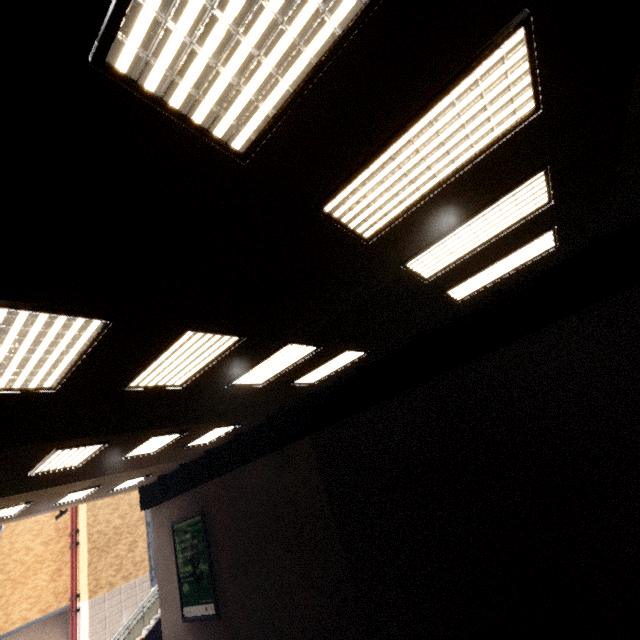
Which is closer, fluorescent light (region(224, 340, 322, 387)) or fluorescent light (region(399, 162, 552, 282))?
fluorescent light (region(399, 162, 552, 282))

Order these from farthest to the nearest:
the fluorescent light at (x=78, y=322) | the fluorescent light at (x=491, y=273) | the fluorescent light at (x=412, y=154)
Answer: the fluorescent light at (x=491, y=273) < the fluorescent light at (x=78, y=322) < the fluorescent light at (x=412, y=154)

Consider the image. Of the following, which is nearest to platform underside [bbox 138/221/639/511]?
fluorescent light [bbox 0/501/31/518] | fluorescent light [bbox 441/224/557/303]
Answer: fluorescent light [bbox 441/224/557/303]

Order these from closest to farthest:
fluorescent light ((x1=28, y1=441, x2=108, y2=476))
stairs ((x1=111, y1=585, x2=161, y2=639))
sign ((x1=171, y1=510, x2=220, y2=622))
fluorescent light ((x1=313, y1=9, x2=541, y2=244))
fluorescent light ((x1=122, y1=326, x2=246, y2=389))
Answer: fluorescent light ((x1=313, y1=9, x2=541, y2=244)), fluorescent light ((x1=122, y1=326, x2=246, y2=389)), fluorescent light ((x1=28, y1=441, x2=108, y2=476)), sign ((x1=171, y1=510, x2=220, y2=622)), stairs ((x1=111, y1=585, x2=161, y2=639))

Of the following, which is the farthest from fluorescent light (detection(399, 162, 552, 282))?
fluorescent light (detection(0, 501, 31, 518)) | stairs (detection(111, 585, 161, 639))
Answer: stairs (detection(111, 585, 161, 639))

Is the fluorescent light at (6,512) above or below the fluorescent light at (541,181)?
above

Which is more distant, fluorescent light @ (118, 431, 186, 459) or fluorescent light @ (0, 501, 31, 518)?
fluorescent light @ (0, 501, 31, 518)

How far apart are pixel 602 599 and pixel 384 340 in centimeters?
609cm
